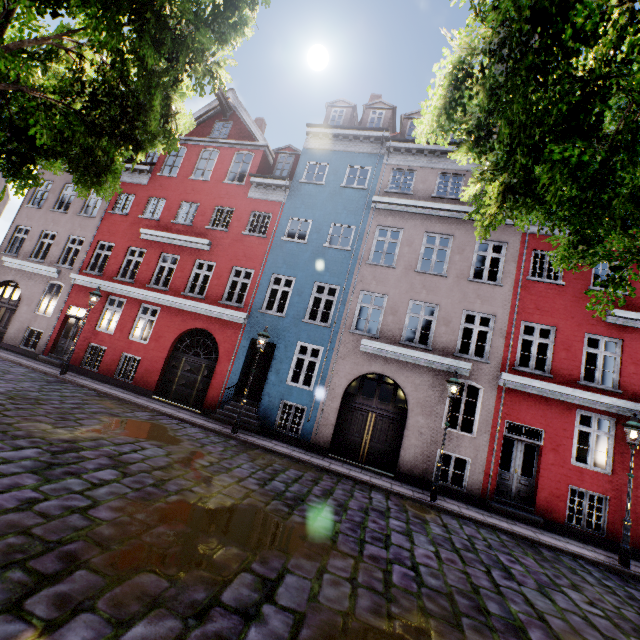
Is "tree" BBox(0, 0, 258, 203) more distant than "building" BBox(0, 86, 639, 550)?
No

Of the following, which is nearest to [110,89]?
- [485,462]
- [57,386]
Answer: [57,386]

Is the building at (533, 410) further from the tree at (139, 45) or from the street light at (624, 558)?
the tree at (139, 45)

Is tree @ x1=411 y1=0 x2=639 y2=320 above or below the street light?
above

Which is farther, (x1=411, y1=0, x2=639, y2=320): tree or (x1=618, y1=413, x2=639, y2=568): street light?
(x1=618, y1=413, x2=639, y2=568): street light

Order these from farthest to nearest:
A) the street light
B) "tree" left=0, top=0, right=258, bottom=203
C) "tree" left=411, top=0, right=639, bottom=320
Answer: the street light, "tree" left=0, top=0, right=258, bottom=203, "tree" left=411, top=0, right=639, bottom=320

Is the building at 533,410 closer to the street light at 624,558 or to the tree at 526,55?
the tree at 526,55

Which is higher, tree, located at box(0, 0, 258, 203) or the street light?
tree, located at box(0, 0, 258, 203)
